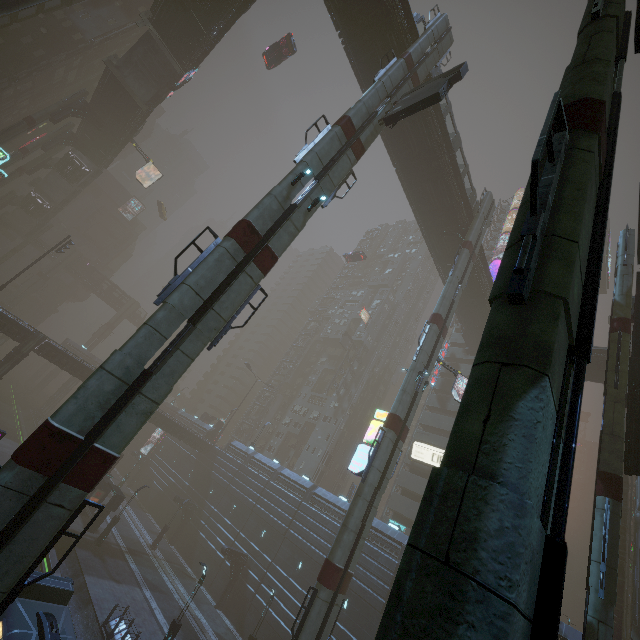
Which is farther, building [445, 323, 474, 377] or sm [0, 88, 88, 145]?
building [445, 323, 474, 377]

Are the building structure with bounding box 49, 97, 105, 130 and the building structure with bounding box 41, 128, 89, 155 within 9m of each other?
no

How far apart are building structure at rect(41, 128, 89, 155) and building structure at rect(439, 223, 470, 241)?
55.55m

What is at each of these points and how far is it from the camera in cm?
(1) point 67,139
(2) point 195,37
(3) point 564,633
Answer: (1) building structure, 4975
(2) bridge, 3153
(3) building, 2002

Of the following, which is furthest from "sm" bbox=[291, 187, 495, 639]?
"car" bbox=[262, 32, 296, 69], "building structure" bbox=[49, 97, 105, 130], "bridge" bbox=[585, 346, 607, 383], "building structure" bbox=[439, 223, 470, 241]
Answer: "building structure" bbox=[49, 97, 105, 130]

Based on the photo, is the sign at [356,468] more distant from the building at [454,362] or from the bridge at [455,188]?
the bridge at [455,188]

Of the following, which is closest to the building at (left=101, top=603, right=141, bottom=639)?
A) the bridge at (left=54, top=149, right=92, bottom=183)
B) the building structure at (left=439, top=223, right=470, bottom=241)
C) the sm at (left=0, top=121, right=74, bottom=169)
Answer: the sm at (left=0, top=121, right=74, bottom=169)

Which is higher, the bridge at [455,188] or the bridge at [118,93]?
the bridge at [455,188]
